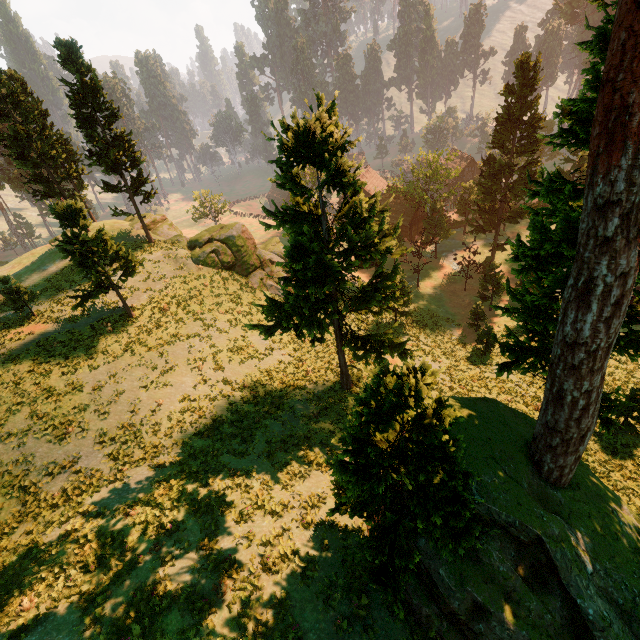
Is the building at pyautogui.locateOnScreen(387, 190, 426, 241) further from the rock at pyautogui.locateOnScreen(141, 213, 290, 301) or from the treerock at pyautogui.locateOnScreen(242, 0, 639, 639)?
the rock at pyautogui.locateOnScreen(141, 213, 290, 301)

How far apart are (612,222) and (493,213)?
39.47m

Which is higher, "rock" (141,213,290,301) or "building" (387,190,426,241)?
"rock" (141,213,290,301)

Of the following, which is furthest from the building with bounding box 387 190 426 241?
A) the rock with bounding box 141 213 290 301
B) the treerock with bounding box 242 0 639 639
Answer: the rock with bounding box 141 213 290 301

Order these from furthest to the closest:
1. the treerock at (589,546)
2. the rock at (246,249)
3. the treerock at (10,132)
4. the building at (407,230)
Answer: the building at (407,230)
the rock at (246,249)
the treerock at (10,132)
the treerock at (589,546)

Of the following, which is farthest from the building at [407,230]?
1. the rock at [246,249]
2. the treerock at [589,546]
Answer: the rock at [246,249]
